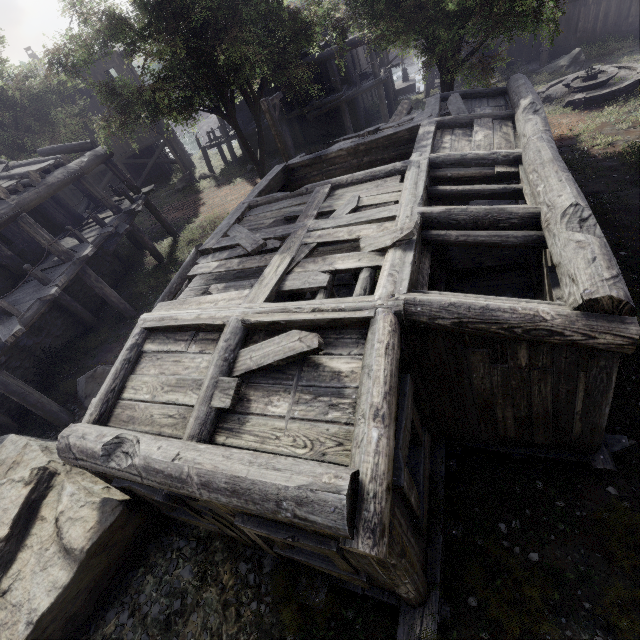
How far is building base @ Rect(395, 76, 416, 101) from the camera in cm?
2516

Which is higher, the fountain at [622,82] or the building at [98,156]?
the building at [98,156]

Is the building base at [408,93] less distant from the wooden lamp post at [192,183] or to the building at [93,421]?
the building at [93,421]

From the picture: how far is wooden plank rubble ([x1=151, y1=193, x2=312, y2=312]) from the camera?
5.72m

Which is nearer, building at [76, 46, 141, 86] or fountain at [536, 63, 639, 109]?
Answer: fountain at [536, 63, 639, 109]

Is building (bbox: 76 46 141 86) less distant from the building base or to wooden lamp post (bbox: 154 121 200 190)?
the building base

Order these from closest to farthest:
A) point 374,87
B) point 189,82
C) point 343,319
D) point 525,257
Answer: point 343,319
point 525,257
point 189,82
point 374,87

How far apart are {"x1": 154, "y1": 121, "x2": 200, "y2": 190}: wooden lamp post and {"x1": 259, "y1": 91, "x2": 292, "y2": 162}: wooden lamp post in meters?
13.1 m
